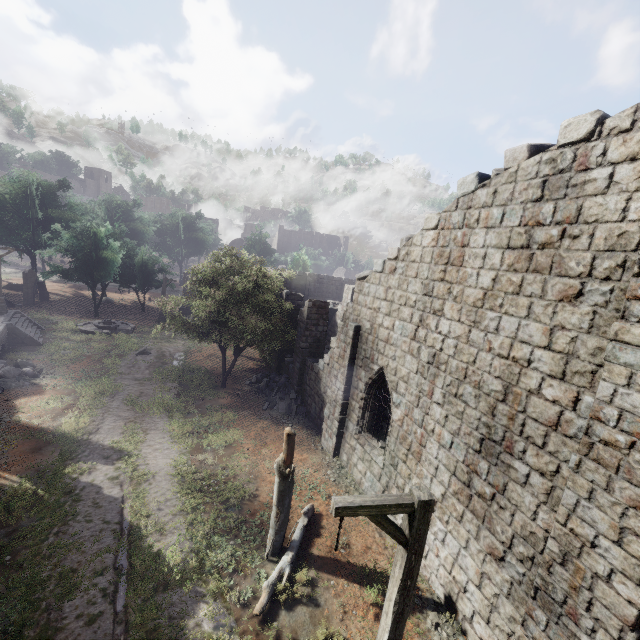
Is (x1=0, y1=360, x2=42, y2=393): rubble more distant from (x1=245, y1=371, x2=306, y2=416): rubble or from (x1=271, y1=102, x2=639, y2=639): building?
(x1=245, y1=371, x2=306, y2=416): rubble

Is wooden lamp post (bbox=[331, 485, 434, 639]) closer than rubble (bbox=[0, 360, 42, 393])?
Yes

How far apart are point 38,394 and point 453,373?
19.3 meters

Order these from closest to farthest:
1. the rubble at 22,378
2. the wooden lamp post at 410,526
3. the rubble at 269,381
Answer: the wooden lamp post at 410,526 → the rubble at 22,378 → the rubble at 269,381

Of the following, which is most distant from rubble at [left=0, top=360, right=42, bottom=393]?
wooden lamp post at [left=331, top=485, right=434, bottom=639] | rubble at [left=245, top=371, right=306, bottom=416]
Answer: wooden lamp post at [left=331, top=485, right=434, bottom=639]

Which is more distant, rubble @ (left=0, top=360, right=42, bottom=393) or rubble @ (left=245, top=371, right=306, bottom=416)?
rubble @ (left=245, top=371, right=306, bottom=416)

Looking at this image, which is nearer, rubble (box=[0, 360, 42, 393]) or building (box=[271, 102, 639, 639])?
building (box=[271, 102, 639, 639])

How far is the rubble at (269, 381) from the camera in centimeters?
1767cm
